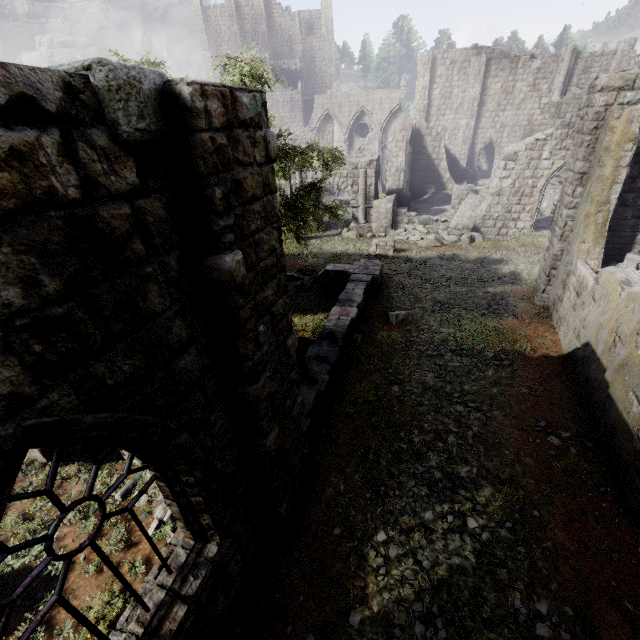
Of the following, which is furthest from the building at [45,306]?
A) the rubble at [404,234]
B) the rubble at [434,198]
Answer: the rubble at [434,198]

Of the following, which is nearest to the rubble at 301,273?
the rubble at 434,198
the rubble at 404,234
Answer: the rubble at 404,234

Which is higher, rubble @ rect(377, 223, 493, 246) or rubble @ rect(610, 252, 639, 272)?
rubble @ rect(610, 252, 639, 272)

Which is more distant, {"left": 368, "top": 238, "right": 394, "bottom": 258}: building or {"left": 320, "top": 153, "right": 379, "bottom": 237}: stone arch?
{"left": 320, "top": 153, "right": 379, "bottom": 237}: stone arch

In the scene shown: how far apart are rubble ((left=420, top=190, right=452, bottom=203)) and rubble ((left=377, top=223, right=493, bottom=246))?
7.75m

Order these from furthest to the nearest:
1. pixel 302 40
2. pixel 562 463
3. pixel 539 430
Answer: pixel 302 40 < pixel 539 430 < pixel 562 463

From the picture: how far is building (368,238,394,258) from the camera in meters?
18.8

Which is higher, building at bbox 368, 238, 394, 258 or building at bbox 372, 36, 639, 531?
building at bbox 372, 36, 639, 531
